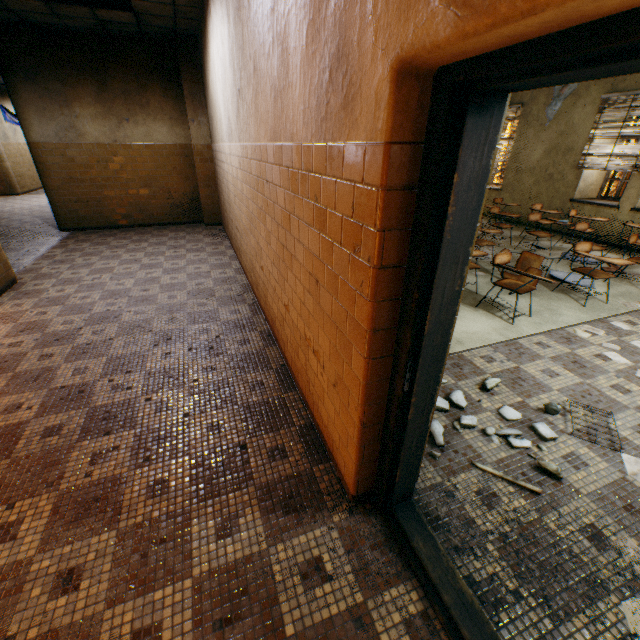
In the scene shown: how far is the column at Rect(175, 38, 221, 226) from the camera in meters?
7.1

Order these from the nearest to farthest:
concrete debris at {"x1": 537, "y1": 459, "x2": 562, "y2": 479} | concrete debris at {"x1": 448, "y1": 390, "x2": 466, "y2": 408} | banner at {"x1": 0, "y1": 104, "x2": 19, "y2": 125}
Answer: concrete debris at {"x1": 537, "y1": 459, "x2": 562, "y2": 479} → concrete debris at {"x1": 448, "y1": 390, "x2": 466, "y2": 408} → banner at {"x1": 0, "y1": 104, "x2": 19, "y2": 125}

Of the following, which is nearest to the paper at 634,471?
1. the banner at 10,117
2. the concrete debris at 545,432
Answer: the concrete debris at 545,432

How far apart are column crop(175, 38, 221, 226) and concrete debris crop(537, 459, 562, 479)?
8.2m

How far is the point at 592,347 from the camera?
3.64m

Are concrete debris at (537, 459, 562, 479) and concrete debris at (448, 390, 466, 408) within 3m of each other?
yes

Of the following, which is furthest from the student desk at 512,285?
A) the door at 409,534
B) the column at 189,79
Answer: the column at 189,79

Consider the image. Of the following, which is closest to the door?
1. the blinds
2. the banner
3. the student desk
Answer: the student desk
